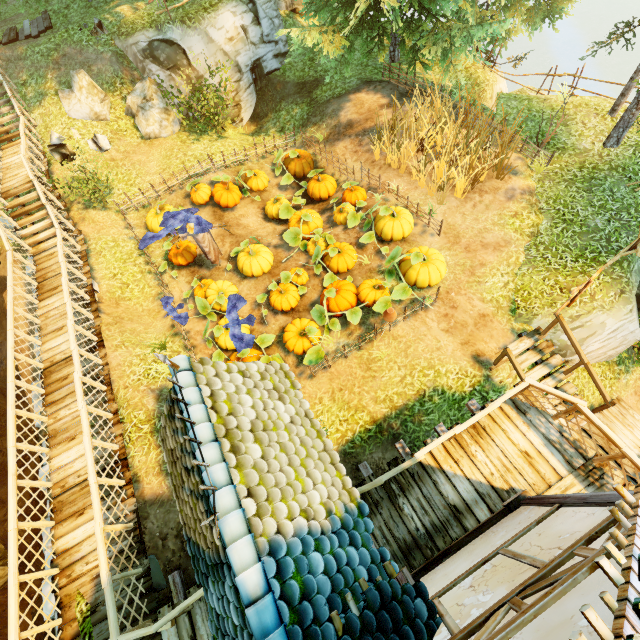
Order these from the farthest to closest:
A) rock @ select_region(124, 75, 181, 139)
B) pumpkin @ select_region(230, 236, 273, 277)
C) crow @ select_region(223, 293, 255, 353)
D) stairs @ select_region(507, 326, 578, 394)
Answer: rock @ select_region(124, 75, 181, 139), pumpkin @ select_region(230, 236, 273, 277), crow @ select_region(223, 293, 255, 353), stairs @ select_region(507, 326, 578, 394)

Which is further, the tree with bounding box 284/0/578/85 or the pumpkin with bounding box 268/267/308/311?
the tree with bounding box 284/0/578/85

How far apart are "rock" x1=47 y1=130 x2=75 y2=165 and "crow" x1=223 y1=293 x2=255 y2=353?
9.42m

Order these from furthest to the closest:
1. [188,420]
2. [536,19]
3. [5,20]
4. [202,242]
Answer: [5,20] < [536,19] < [202,242] < [188,420]

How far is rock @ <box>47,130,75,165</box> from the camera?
12.4 meters

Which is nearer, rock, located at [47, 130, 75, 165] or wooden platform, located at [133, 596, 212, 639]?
wooden platform, located at [133, 596, 212, 639]

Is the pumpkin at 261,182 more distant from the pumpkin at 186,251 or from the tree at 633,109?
the tree at 633,109

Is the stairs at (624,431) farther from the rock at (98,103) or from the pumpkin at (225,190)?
the rock at (98,103)
